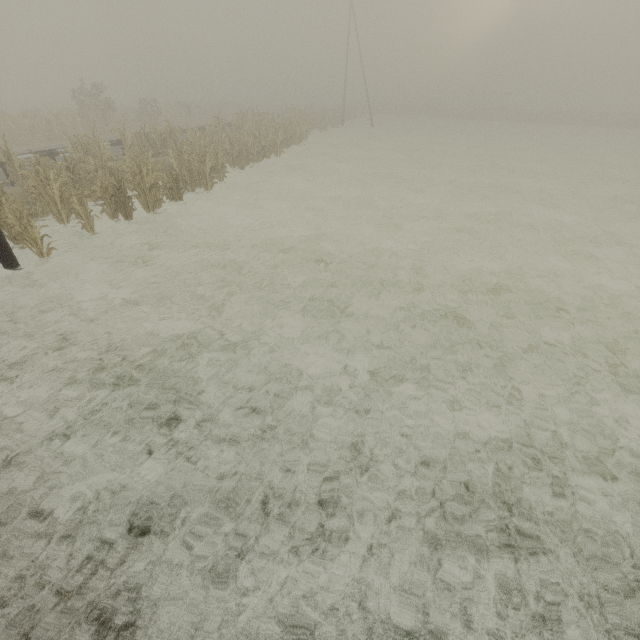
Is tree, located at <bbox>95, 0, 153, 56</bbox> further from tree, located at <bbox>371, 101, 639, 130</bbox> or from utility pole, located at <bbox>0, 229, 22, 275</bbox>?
utility pole, located at <bbox>0, 229, 22, 275</bbox>

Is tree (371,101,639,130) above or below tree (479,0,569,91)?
below

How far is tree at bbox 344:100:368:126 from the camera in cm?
4460

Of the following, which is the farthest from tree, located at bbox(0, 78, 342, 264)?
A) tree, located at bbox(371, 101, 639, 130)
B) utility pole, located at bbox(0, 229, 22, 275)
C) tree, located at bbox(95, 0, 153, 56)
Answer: tree, located at bbox(95, 0, 153, 56)

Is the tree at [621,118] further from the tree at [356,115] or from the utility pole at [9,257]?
the utility pole at [9,257]

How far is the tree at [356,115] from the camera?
44.6m

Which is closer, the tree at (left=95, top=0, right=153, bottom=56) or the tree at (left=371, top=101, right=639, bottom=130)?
the tree at (left=371, top=101, right=639, bottom=130)

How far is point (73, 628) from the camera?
2.6 meters
